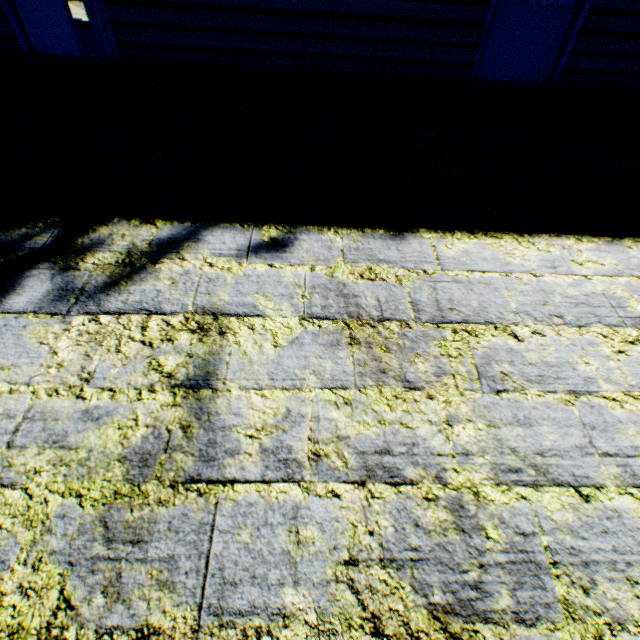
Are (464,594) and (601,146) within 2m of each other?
no
